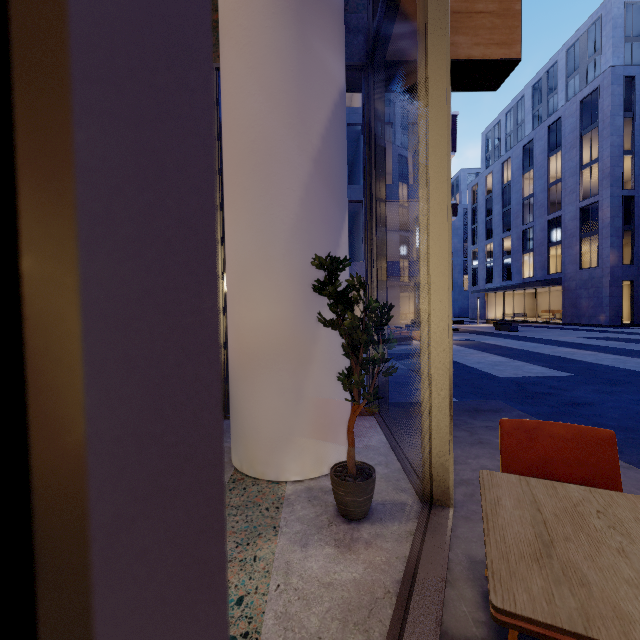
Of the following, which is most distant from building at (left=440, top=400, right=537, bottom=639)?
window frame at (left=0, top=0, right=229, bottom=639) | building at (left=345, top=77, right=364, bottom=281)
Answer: building at (left=345, top=77, right=364, bottom=281)

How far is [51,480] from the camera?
0.13m

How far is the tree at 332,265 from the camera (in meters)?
1.99

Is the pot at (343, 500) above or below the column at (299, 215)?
below

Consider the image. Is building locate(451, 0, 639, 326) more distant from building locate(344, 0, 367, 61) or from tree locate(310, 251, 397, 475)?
tree locate(310, 251, 397, 475)

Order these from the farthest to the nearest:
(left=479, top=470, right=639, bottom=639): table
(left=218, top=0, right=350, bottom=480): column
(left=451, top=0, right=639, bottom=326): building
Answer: (left=451, top=0, right=639, bottom=326): building → (left=218, top=0, right=350, bottom=480): column → (left=479, top=470, right=639, bottom=639): table

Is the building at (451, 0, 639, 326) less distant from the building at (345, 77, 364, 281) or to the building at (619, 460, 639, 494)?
the building at (345, 77, 364, 281)

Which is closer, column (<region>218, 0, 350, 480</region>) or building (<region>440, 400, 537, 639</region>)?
building (<region>440, 400, 537, 639</region>)
